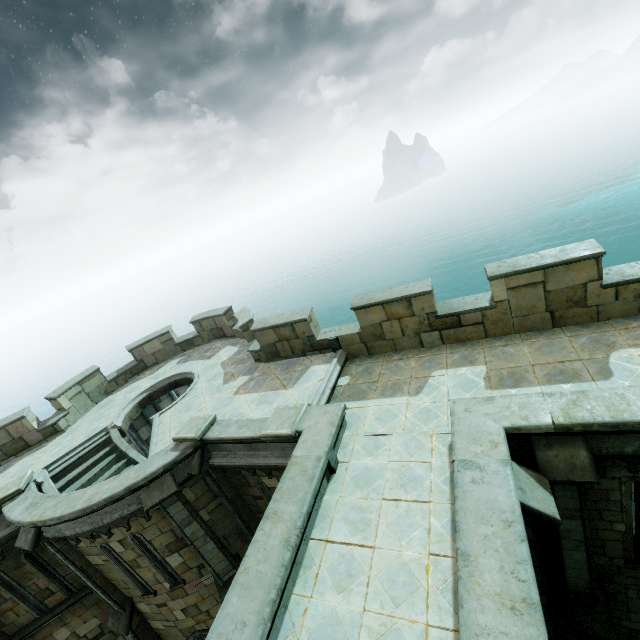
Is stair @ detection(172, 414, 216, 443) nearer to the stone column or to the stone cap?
the stone cap

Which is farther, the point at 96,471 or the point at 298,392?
the point at 96,471

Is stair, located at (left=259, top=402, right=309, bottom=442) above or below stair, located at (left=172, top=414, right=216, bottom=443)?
below

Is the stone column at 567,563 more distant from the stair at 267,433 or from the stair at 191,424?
the stair at 191,424

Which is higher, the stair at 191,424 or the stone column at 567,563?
the stair at 191,424

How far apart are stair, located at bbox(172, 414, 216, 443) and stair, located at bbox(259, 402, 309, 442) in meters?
2.0 m

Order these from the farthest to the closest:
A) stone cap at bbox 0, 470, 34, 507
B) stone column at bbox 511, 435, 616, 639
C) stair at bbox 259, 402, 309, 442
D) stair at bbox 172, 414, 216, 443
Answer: stone cap at bbox 0, 470, 34, 507, stair at bbox 172, 414, 216, 443, stair at bbox 259, 402, 309, 442, stone column at bbox 511, 435, 616, 639

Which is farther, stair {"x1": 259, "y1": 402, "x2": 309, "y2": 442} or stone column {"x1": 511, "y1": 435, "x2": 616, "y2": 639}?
stair {"x1": 259, "y1": 402, "x2": 309, "y2": 442}
